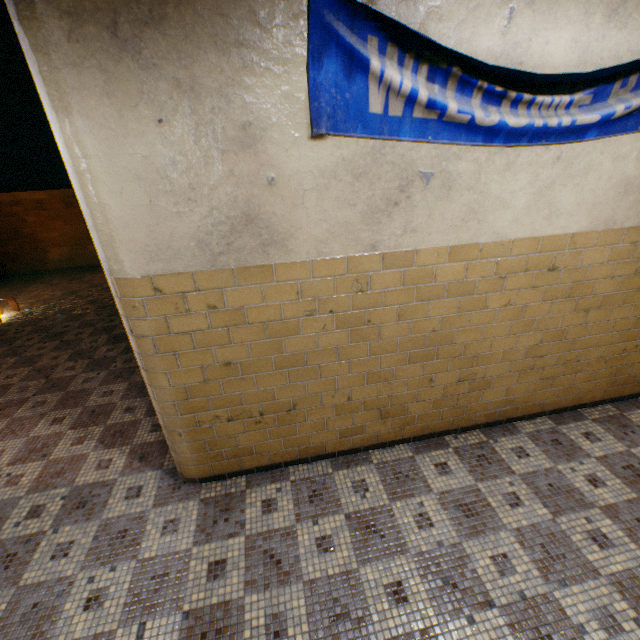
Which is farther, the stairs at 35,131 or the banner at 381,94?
the stairs at 35,131

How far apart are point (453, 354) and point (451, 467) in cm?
107

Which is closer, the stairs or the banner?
the banner
